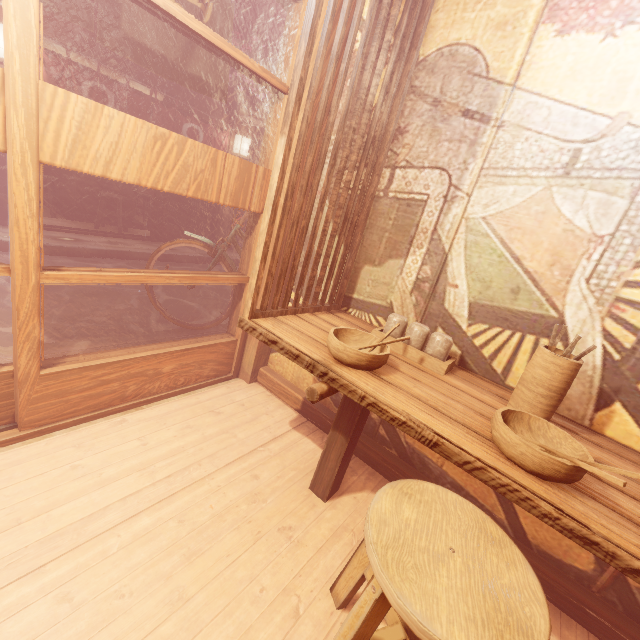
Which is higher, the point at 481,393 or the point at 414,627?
the point at 481,393

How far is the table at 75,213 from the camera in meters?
12.2 m

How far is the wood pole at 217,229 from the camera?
14.2m

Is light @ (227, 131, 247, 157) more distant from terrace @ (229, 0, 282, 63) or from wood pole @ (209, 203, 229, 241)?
terrace @ (229, 0, 282, 63)

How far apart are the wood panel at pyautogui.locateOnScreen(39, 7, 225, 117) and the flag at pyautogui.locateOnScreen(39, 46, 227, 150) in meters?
0.5 m

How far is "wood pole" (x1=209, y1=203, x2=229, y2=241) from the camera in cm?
1416

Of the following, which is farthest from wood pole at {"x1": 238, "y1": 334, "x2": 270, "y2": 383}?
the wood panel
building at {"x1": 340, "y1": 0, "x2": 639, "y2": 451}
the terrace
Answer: the terrace

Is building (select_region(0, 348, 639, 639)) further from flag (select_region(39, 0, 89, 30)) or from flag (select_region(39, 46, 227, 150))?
flag (select_region(39, 46, 227, 150))
